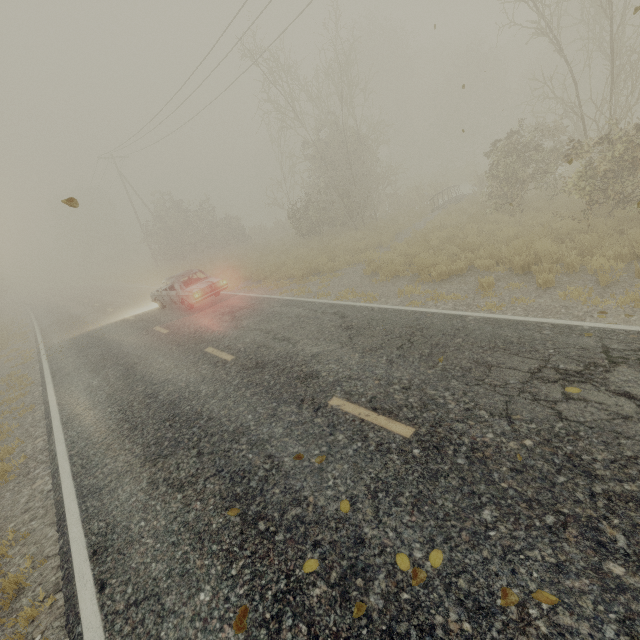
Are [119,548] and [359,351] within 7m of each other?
yes

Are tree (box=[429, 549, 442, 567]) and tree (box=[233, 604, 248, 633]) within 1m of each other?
no

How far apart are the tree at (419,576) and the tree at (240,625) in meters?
1.4

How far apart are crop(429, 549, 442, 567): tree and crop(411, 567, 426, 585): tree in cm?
17

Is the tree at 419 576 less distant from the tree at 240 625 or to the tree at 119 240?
the tree at 240 625

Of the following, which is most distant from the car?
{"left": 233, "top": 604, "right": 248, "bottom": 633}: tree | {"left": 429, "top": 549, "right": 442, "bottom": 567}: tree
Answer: {"left": 429, "top": 549, "right": 442, "bottom": 567}: tree

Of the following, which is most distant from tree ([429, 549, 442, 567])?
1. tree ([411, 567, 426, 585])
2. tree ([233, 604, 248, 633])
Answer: tree ([233, 604, 248, 633])

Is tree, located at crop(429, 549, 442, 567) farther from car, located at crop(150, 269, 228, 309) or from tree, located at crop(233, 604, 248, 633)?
car, located at crop(150, 269, 228, 309)
